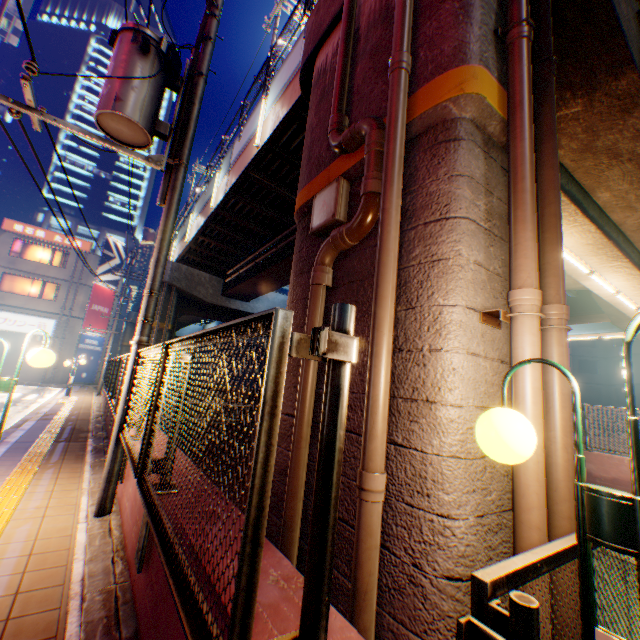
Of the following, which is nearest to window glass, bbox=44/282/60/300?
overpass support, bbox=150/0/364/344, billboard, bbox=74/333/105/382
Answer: billboard, bbox=74/333/105/382

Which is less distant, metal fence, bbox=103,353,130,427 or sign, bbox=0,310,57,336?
metal fence, bbox=103,353,130,427

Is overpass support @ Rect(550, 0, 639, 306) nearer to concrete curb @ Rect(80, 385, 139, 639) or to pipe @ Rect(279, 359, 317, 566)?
pipe @ Rect(279, 359, 317, 566)

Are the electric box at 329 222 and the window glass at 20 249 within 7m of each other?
no

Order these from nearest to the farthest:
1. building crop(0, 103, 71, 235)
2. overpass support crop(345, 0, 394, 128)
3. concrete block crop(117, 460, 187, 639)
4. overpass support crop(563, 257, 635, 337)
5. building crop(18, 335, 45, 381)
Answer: concrete block crop(117, 460, 187, 639) → overpass support crop(345, 0, 394, 128) → overpass support crop(563, 257, 635, 337) → building crop(18, 335, 45, 381) → building crop(0, 103, 71, 235)

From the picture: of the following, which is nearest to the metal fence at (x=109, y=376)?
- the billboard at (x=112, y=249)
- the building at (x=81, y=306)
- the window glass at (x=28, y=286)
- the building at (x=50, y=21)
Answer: the building at (x=81, y=306)

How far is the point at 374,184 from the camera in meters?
3.2

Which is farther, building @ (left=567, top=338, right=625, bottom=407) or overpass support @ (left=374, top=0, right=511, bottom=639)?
building @ (left=567, top=338, right=625, bottom=407)
